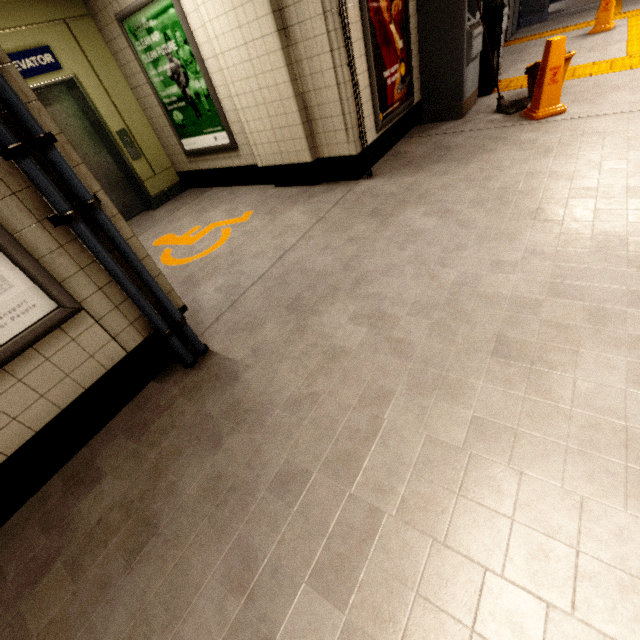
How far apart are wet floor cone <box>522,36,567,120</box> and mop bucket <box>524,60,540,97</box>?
0.4 meters

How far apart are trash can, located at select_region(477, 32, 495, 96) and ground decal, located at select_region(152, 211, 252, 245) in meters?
4.4

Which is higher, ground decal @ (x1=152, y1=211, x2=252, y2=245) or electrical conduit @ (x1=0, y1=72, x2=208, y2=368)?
electrical conduit @ (x1=0, y1=72, x2=208, y2=368)

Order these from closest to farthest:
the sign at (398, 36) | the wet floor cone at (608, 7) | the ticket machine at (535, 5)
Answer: the sign at (398, 36)
the wet floor cone at (608, 7)
the ticket machine at (535, 5)

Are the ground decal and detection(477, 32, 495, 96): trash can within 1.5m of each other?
no

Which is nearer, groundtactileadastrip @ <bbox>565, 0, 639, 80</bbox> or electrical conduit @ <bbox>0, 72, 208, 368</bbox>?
electrical conduit @ <bbox>0, 72, 208, 368</bbox>

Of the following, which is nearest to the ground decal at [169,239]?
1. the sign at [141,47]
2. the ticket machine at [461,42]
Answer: the sign at [141,47]

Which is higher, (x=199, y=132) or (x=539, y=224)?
(x=199, y=132)
